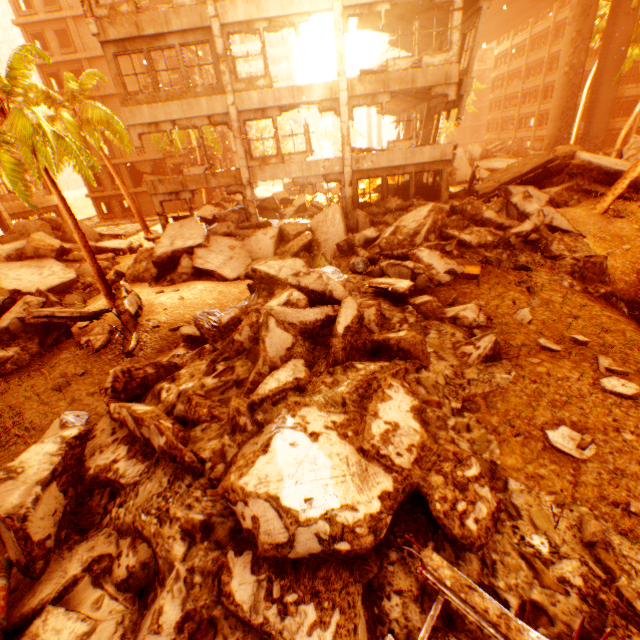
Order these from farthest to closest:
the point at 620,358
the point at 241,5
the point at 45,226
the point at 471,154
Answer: the point at 471,154, the point at 45,226, the point at 241,5, the point at 620,358

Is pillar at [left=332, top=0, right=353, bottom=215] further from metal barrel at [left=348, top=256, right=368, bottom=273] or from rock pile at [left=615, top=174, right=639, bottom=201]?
metal barrel at [left=348, top=256, right=368, bottom=273]

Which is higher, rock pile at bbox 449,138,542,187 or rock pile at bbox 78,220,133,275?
rock pile at bbox 449,138,542,187

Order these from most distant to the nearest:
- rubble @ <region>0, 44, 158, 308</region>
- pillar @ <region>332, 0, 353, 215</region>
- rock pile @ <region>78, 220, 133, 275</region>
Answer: rock pile @ <region>78, 220, 133, 275</region>
pillar @ <region>332, 0, 353, 215</region>
rubble @ <region>0, 44, 158, 308</region>

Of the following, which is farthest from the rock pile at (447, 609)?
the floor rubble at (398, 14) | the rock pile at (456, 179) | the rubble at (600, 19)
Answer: the floor rubble at (398, 14)

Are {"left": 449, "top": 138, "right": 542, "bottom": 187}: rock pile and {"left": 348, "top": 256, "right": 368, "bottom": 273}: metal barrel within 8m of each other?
no

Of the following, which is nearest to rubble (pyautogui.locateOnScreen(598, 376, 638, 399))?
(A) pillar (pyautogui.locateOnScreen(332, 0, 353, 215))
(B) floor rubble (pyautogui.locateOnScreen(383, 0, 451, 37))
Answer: (A) pillar (pyautogui.locateOnScreen(332, 0, 353, 215))
